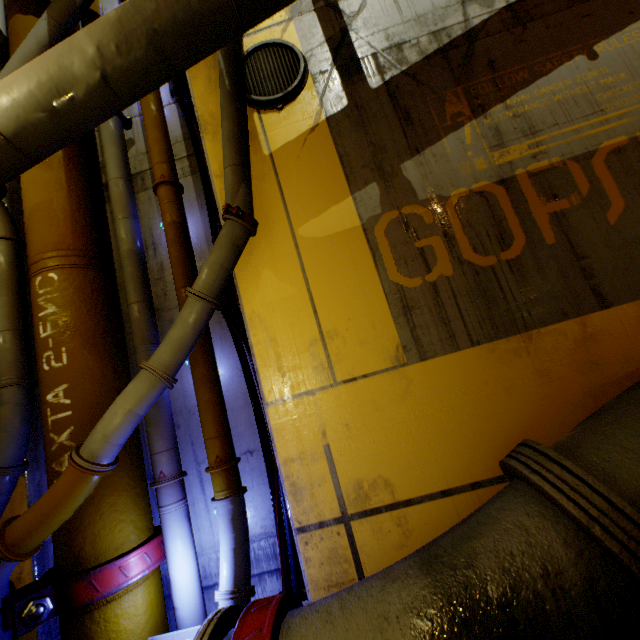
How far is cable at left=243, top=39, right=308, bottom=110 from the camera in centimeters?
340cm

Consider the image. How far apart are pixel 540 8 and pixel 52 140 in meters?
4.8 m

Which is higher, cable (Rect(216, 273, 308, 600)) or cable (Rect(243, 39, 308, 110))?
cable (Rect(243, 39, 308, 110))

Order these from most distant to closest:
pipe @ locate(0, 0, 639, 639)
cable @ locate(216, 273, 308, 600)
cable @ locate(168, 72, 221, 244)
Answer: cable @ locate(168, 72, 221, 244)
cable @ locate(216, 273, 308, 600)
pipe @ locate(0, 0, 639, 639)

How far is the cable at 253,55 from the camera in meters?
3.4

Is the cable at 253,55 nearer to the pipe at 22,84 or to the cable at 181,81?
the pipe at 22,84

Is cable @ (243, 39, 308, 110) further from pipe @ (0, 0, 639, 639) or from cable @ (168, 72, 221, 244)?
cable @ (168, 72, 221, 244)

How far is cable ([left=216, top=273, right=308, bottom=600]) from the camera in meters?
2.9 m
